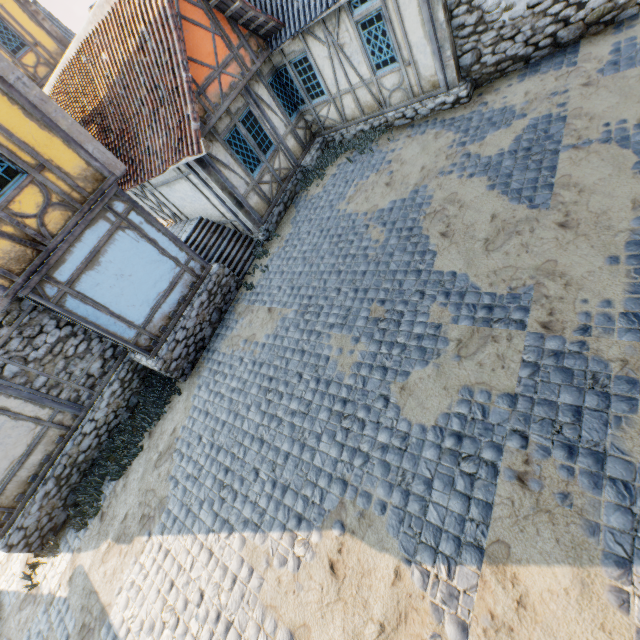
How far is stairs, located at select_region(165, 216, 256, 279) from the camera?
10.2m

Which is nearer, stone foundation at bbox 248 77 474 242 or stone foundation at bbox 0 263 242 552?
stone foundation at bbox 0 263 242 552

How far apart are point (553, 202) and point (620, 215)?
1.0m

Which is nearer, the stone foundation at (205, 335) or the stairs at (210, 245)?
the stone foundation at (205, 335)

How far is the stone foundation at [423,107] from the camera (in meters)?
8.73

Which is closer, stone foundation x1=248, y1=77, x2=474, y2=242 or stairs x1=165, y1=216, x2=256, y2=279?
stone foundation x1=248, y1=77, x2=474, y2=242

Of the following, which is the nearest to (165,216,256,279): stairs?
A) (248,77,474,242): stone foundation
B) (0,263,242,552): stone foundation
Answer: (0,263,242,552): stone foundation

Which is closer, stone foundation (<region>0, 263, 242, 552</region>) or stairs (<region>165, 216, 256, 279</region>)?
stone foundation (<region>0, 263, 242, 552</region>)
